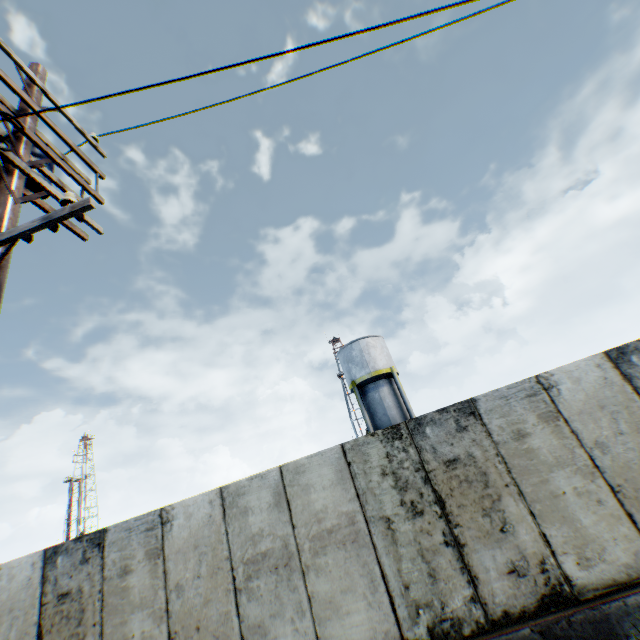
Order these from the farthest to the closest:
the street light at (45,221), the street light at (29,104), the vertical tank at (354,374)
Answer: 1. the vertical tank at (354,374)
2. the street light at (29,104)
3. the street light at (45,221)

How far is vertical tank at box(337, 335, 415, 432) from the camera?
23.0m

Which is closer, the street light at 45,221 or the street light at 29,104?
the street light at 45,221

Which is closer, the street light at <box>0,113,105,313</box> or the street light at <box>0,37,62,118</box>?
the street light at <box>0,113,105,313</box>

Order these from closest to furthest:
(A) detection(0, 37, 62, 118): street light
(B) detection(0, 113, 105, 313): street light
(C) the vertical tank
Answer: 1. (B) detection(0, 113, 105, 313): street light
2. (A) detection(0, 37, 62, 118): street light
3. (C) the vertical tank

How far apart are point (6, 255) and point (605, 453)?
8.2 meters

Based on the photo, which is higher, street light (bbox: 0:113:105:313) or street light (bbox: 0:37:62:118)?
street light (bbox: 0:37:62:118)

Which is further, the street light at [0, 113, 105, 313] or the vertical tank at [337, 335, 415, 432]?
the vertical tank at [337, 335, 415, 432]
